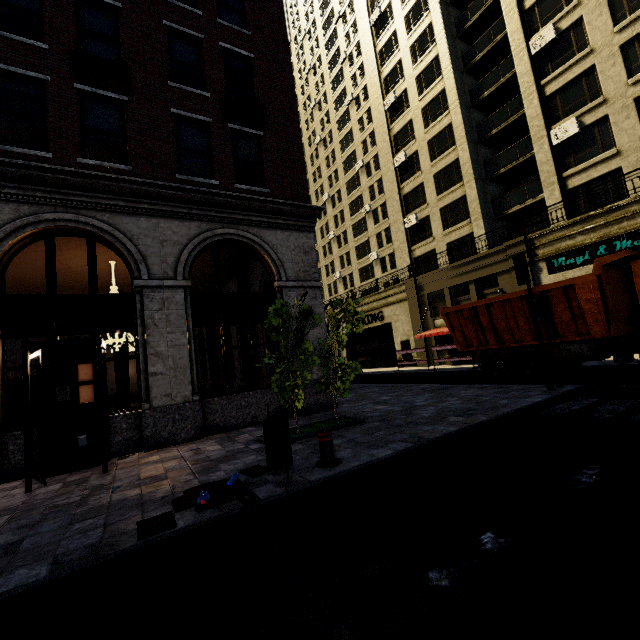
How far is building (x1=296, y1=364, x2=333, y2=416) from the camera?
10.1 meters

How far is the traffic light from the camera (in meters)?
8.91

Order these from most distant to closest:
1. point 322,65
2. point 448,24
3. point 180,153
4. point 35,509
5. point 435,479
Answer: point 322,65 → point 448,24 → point 180,153 → point 35,509 → point 435,479

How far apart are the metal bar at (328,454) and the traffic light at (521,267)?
7.0 meters

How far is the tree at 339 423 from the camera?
7.1m

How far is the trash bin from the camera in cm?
467

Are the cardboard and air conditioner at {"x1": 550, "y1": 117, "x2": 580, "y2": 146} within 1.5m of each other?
no

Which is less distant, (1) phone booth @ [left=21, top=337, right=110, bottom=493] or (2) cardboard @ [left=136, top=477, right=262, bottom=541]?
(2) cardboard @ [left=136, top=477, right=262, bottom=541]
